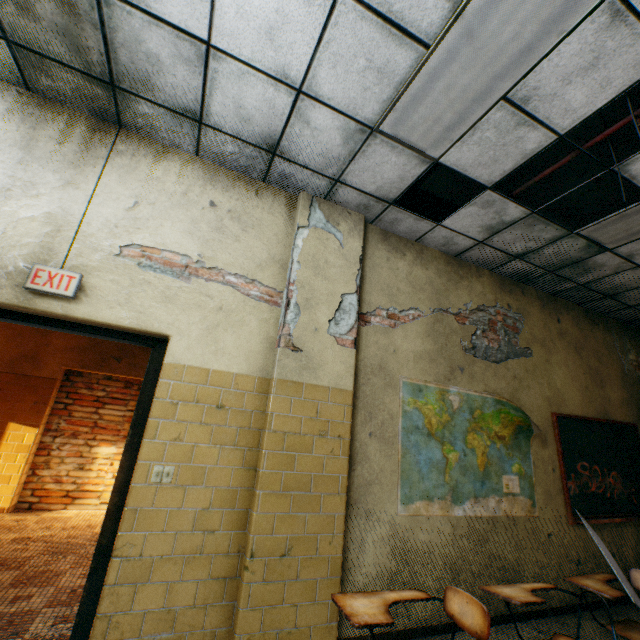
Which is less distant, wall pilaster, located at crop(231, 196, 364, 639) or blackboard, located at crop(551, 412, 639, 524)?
wall pilaster, located at crop(231, 196, 364, 639)

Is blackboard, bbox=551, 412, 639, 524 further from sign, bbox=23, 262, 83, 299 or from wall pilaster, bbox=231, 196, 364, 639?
sign, bbox=23, 262, 83, 299

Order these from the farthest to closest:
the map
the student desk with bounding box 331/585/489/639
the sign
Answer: the map < the sign < the student desk with bounding box 331/585/489/639

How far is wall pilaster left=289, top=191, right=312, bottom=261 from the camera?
3.3 meters

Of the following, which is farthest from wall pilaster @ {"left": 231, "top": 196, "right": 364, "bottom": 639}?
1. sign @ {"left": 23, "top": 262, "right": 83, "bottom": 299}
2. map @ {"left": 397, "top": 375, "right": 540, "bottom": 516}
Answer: sign @ {"left": 23, "top": 262, "right": 83, "bottom": 299}

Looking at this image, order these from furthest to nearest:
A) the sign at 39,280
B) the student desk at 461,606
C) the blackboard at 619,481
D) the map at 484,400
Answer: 1. the blackboard at 619,481
2. the map at 484,400
3. the sign at 39,280
4. the student desk at 461,606

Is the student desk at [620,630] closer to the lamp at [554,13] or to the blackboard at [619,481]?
the blackboard at [619,481]

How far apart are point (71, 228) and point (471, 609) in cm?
376
